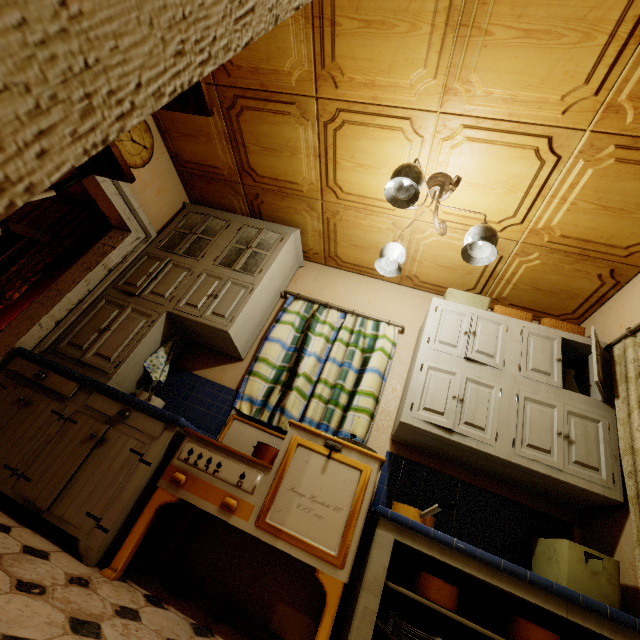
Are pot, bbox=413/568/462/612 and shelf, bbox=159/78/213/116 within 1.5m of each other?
no

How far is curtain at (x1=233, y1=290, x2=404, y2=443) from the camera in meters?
2.6

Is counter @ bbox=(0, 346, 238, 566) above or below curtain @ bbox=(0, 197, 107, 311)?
below

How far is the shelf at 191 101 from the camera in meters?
1.0

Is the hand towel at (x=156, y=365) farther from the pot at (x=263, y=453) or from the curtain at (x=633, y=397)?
the curtain at (x=633, y=397)

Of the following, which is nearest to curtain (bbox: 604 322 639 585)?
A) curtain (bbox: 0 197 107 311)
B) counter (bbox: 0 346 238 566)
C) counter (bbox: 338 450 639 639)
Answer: counter (bbox: 338 450 639 639)

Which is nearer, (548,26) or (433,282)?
(548,26)

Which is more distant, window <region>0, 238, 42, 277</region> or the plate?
window <region>0, 238, 42, 277</region>
